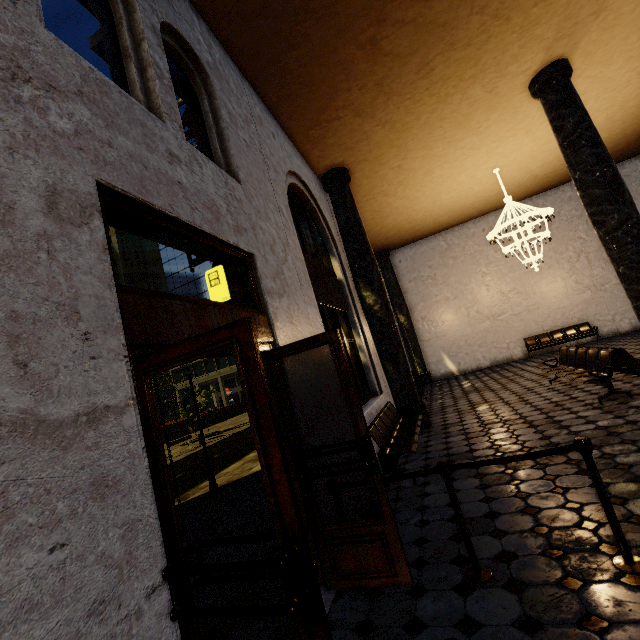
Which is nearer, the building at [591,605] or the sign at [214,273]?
the building at [591,605]

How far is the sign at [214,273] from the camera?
4.9m

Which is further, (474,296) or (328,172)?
(474,296)

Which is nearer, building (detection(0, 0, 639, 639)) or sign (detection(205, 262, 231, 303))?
building (detection(0, 0, 639, 639))

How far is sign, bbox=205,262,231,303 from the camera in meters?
4.9
